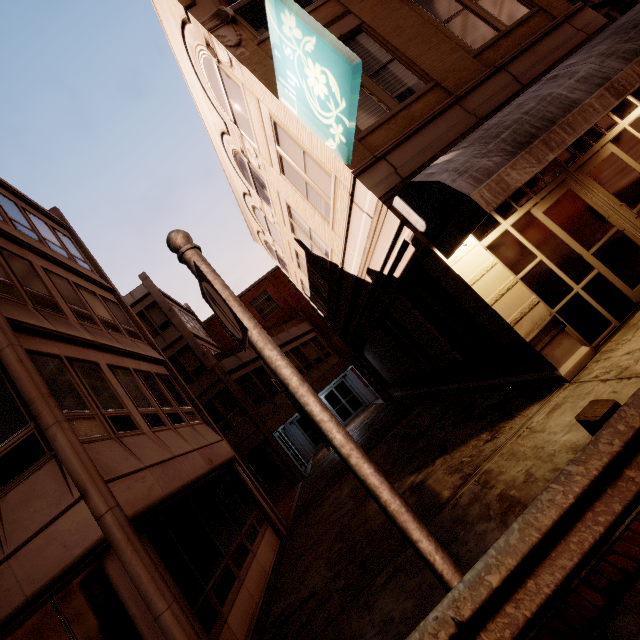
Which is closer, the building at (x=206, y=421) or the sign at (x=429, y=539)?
the sign at (x=429, y=539)

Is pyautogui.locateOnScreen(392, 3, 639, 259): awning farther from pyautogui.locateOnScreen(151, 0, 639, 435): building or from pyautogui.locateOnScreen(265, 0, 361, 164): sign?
pyautogui.locateOnScreen(265, 0, 361, 164): sign

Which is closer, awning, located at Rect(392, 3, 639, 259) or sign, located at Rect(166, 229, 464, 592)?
sign, located at Rect(166, 229, 464, 592)

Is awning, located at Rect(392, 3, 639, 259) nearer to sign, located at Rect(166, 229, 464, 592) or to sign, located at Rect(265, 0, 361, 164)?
sign, located at Rect(265, 0, 361, 164)

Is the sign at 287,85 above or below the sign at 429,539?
above

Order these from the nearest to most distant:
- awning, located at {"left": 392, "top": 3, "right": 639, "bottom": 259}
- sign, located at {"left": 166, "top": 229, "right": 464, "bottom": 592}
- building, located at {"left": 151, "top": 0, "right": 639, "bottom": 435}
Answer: sign, located at {"left": 166, "top": 229, "right": 464, "bottom": 592}
awning, located at {"left": 392, "top": 3, "right": 639, "bottom": 259}
building, located at {"left": 151, "top": 0, "right": 639, "bottom": 435}

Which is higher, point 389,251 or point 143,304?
point 143,304

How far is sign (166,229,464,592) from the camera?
2.6 meters
